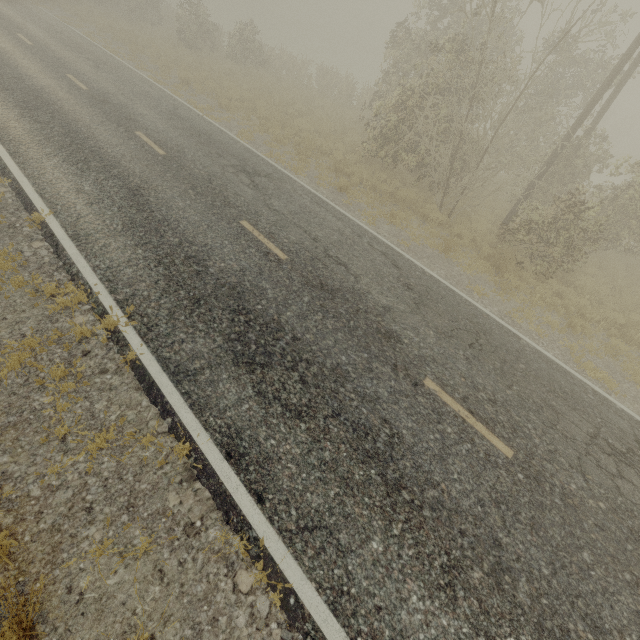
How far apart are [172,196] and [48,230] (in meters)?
2.81
